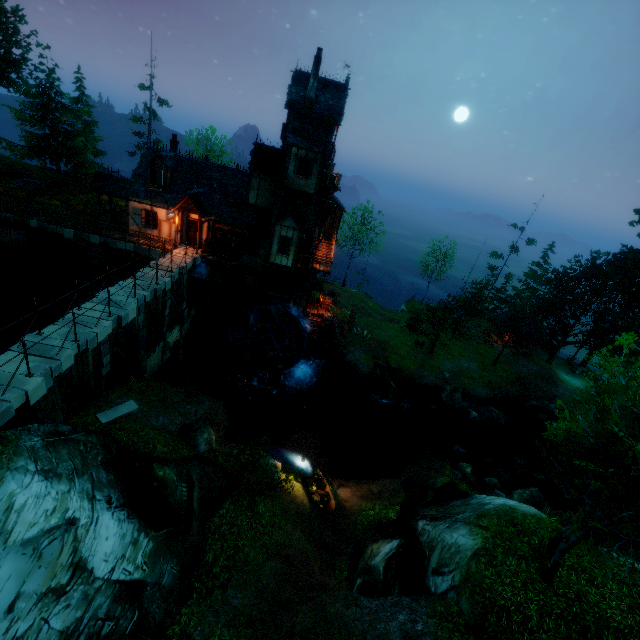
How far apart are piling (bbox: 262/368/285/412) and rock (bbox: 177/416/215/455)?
9.12m

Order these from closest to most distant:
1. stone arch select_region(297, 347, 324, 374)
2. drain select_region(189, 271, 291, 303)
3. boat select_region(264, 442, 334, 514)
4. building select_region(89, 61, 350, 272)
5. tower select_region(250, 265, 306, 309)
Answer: boat select_region(264, 442, 334, 514), building select_region(89, 61, 350, 272), drain select_region(189, 271, 291, 303), tower select_region(250, 265, 306, 309), stone arch select_region(297, 347, 324, 374)

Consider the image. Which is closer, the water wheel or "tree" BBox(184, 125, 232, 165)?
the water wheel

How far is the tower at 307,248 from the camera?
25.98m

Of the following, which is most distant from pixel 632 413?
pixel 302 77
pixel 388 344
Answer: pixel 388 344

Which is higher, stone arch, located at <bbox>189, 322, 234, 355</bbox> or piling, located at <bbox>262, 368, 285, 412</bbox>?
stone arch, located at <bbox>189, 322, 234, 355</bbox>

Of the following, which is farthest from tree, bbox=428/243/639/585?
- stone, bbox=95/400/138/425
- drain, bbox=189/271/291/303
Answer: drain, bbox=189/271/291/303

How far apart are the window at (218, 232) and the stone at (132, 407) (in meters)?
14.03
